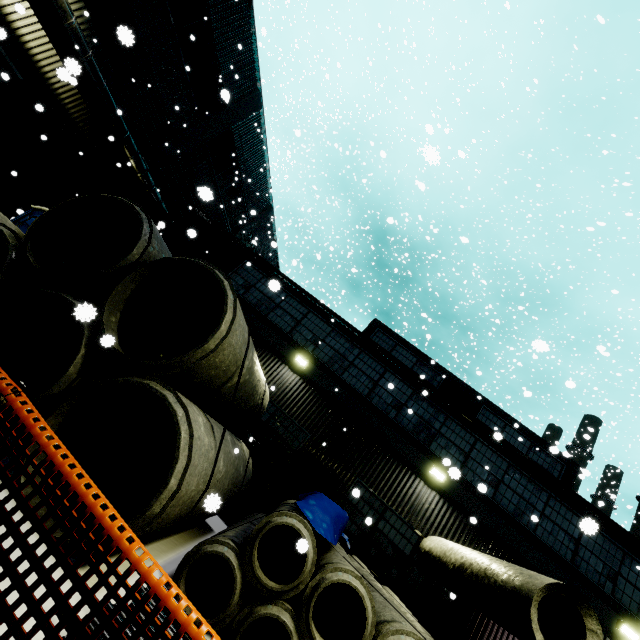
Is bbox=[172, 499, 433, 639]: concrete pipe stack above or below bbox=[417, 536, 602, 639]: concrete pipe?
below

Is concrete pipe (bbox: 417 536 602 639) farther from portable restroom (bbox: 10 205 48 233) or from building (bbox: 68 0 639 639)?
portable restroom (bbox: 10 205 48 233)

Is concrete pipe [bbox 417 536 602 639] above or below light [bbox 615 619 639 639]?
below

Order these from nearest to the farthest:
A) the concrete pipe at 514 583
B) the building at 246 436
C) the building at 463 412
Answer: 1. the concrete pipe at 514 583
2. the building at 463 412
3. the building at 246 436

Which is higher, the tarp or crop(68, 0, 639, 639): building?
crop(68, 0, 639, 639): building

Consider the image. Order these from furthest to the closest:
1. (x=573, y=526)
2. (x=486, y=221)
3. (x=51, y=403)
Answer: (x=486, y=221), (x=573, y=526), (x=51, y=403)

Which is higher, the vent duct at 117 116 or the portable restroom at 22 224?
the vent duct at 117 116

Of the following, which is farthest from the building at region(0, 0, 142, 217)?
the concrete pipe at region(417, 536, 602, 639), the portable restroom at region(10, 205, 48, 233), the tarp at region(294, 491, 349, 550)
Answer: the portable restroom at region(10, 205, 48, 233)
